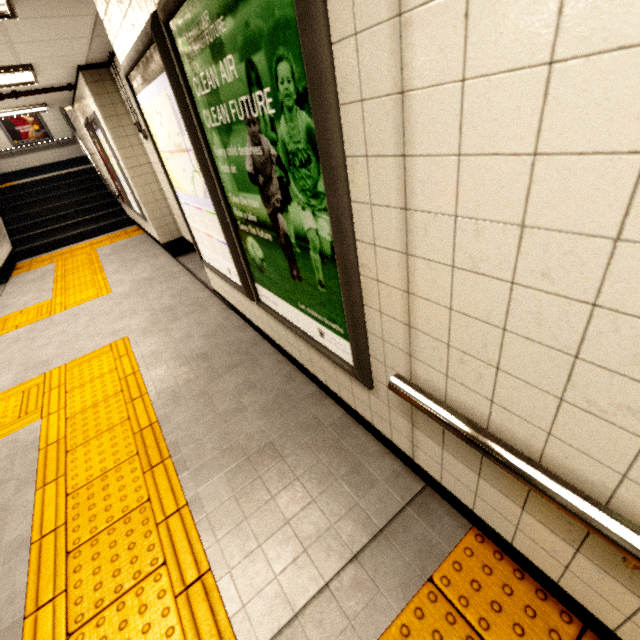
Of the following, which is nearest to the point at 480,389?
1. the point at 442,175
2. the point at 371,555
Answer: the point at 442,175

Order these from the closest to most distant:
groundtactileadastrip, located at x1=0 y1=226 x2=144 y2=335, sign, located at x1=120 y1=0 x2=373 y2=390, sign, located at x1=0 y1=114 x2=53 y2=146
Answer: sign, located at x1=120 y1=0 x2=373 y2=390 < groundtactileadastrip, located at x1=0 y1=226 x2=144 y2=335 < sign, located at x1=0 y1=114 x2=53 y2=146

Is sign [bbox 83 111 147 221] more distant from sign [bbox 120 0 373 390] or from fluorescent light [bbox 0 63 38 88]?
sign [bbox 120 0 373 390]

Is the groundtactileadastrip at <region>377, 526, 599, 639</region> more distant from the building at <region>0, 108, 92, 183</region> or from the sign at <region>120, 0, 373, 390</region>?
the building at <region>0, 108, 92, 183</region>

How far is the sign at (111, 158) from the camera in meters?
5.4 m

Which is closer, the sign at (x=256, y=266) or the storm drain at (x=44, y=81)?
the sign at (x=256, y=266)

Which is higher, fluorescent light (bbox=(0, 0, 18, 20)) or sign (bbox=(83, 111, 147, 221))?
fluorescent light (bbox=(0, 0, 18, 20))

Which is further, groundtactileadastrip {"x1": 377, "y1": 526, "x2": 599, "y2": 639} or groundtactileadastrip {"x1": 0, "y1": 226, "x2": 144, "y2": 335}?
groundtactileadastrip {"x1": 0, "y1": 226, "x2": 144, "y2": 335}
